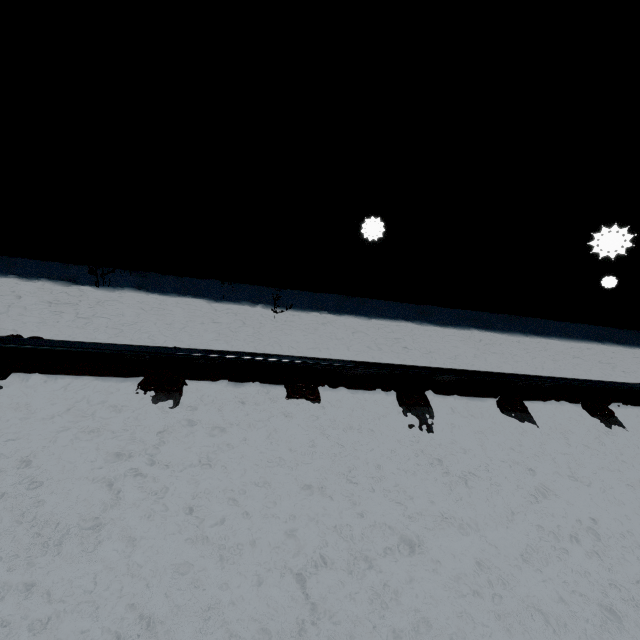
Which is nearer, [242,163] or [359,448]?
[359,448]
